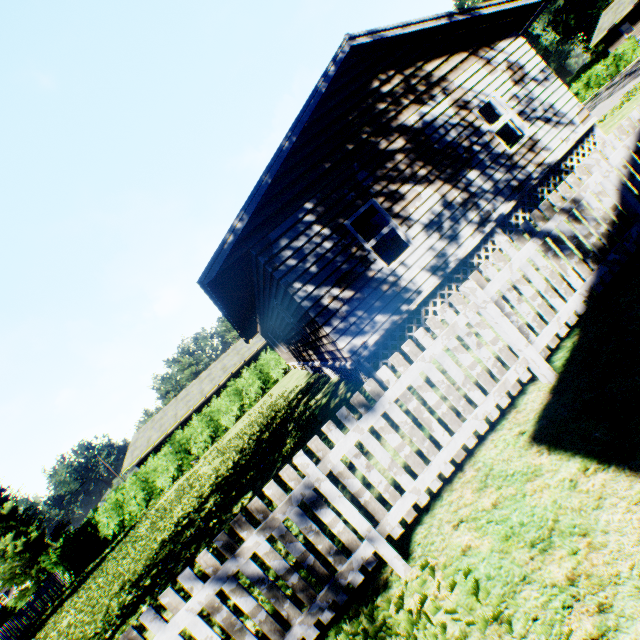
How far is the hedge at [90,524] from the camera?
23.8m

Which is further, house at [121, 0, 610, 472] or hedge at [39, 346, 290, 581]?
hedge at [39, 346, 290, 581]

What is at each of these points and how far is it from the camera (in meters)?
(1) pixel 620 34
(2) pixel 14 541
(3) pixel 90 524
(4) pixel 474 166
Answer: (1) house, 42.56
(2) tree, 23.98
(3) hedge, 24.36
(4) house, 8.43

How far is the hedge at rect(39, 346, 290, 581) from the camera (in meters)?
23.80

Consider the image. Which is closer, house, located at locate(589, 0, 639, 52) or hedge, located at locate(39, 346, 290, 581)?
hedge, located at locate(39, 346, 290, 581)

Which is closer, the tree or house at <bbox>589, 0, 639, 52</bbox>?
the tree

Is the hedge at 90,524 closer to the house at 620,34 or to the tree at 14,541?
the tree at 14,541

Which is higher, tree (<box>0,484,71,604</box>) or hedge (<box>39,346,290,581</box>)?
tree (<box>0,484,71,604</box>)
